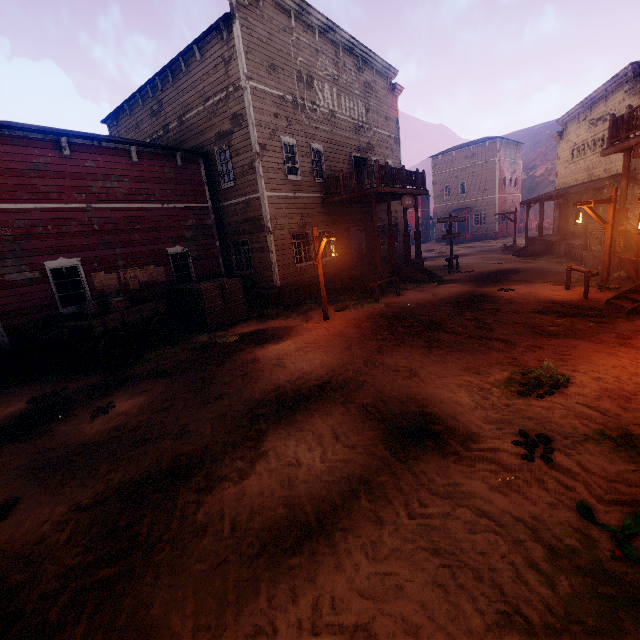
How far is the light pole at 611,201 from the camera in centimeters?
1081cm

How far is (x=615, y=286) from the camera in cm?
1101

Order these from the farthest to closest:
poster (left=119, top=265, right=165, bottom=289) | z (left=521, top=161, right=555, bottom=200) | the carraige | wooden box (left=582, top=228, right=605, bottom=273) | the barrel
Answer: z (left=521, top=161, right=555, bottom=200) → wooden box (left=582, top=228, right=605, bottom=273) → poster (left=119, top=265, right=165, bottom=289) → the barrel → the carraige

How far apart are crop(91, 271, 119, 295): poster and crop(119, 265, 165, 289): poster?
0.09m

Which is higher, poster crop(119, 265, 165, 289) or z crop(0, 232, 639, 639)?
poster crop(119, 265, 165, 289)

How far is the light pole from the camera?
10.8 meters

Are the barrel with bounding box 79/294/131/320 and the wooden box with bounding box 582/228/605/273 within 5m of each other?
no

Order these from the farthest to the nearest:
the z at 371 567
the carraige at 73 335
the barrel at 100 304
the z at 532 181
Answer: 1. the z at 532 181
2. the barrel at 100 304
3. the carraige at 73 335
4. the z at 371 567
